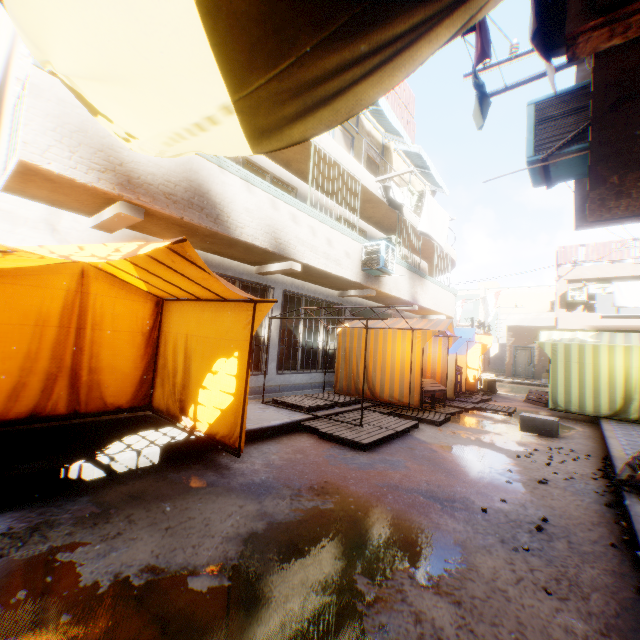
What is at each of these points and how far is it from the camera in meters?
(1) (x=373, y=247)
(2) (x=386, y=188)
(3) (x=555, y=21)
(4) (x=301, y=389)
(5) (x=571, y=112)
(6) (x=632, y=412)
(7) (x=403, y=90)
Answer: (1) air conditioner, 9.3 m
(2) dryer, 10.4 m
(3) dryer, 3.4 m
(4) building, 9.7 m
(5) air conditioner, 3.8 m
(6) tent, 8.6 m
(7) wooden shield, 15.2 m

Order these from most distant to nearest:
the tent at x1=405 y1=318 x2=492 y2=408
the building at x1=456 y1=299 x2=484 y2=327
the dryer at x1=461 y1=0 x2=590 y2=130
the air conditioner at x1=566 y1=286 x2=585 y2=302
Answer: the building at x1=456 y1=299 x2=484 y2=327 → the air conditioner at x1=566 y1=286 x2=585 y2=302 → the tent at x1=405 y1=318 x2=492 y2=408 → the dryer at x1=461 y1=0 x2=590 y2=130

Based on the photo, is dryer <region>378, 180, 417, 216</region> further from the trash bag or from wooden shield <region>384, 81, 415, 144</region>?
wooden shield <region>384, 81, 415, 144</region>

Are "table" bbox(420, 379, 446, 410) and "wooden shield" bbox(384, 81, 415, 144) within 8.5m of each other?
no

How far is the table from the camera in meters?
8.6 m

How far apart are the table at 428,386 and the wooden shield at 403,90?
10.4 meters

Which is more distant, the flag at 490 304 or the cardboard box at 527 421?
the flag at 490 304

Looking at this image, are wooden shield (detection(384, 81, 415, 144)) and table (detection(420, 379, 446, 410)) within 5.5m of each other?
no
